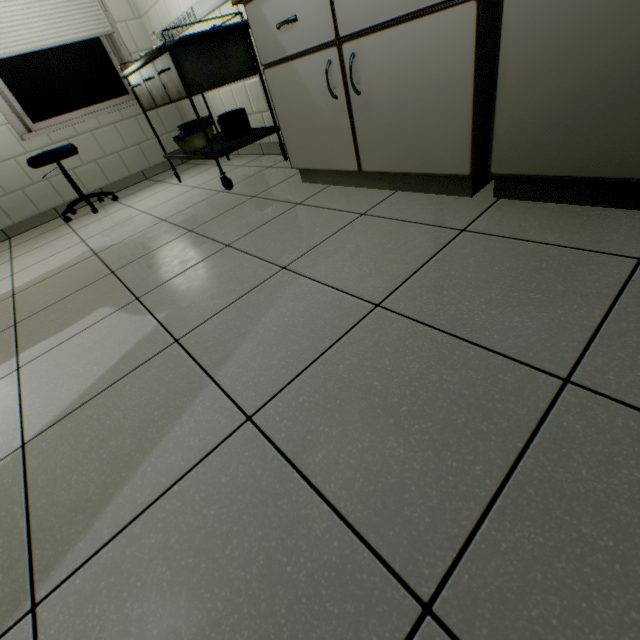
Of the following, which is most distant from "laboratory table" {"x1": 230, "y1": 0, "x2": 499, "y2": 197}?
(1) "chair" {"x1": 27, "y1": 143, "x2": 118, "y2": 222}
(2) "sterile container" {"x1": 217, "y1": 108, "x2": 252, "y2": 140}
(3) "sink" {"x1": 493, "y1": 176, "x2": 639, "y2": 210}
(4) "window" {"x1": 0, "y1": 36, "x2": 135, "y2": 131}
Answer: (4) "window" {"x1": 0, "y1": 36, "x2": 135, "y2": 131}

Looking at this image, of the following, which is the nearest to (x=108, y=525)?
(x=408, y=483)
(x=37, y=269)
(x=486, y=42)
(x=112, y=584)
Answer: (x=112, y=584)

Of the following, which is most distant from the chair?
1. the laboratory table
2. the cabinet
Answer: the cabinet

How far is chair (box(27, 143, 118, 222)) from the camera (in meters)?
2.80

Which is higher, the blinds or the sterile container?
the blinds

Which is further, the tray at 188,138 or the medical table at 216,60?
the tray at 188,138

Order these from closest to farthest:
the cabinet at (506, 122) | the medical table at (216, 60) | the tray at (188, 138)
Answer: the cabinet at (506, 122) → the medical table at (216, 60) → the tray at (188, 138)

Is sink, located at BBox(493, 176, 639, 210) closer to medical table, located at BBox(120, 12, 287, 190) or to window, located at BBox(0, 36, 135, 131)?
medical table, located at BBox(120, 12, 287, 190)
